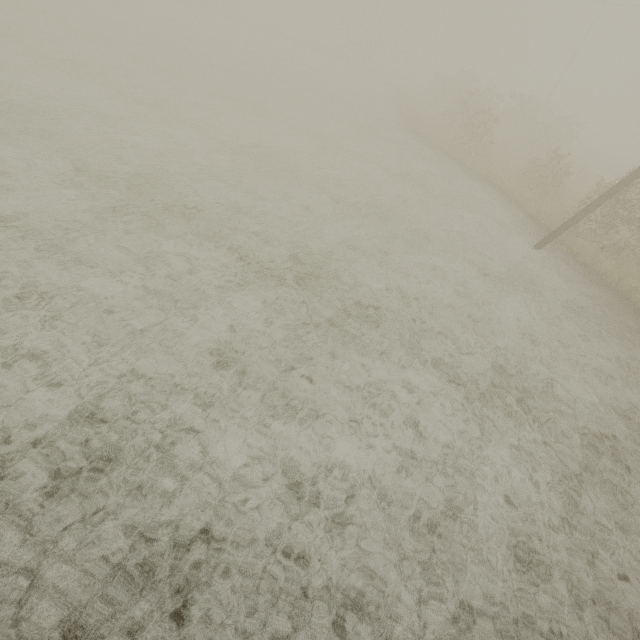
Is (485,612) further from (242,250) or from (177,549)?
(242,250)
